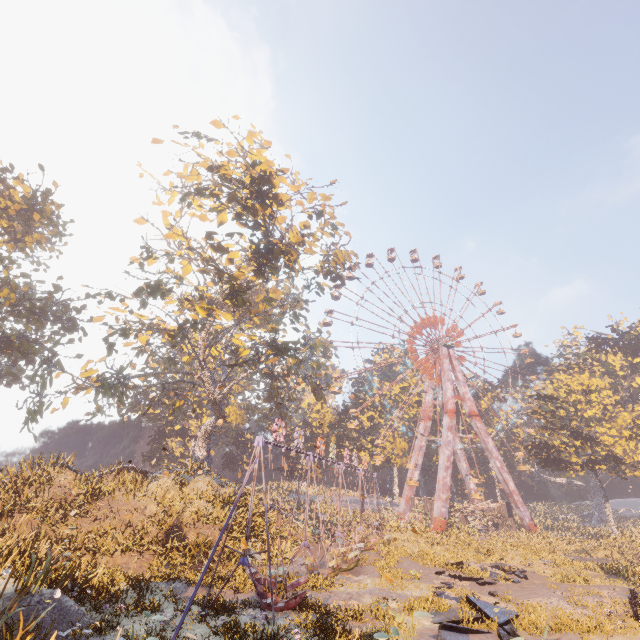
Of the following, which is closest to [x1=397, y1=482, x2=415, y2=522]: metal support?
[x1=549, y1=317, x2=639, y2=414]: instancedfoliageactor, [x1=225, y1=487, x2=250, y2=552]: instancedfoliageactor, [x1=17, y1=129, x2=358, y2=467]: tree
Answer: [x1=549, y1=317, x2=639, y2=414]: instancedfoliageactor

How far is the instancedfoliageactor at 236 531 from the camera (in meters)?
19.47

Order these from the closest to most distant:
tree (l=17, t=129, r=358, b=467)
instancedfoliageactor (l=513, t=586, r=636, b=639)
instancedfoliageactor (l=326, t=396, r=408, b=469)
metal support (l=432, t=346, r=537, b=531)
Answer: instancedfoliageactor (l=513, t=586, r=636, b=639) → tree (l=17, t=129, r=358, b=467) → metal support (l=432, t=346, r=537, b=531) → instancedfoliageactor (l=326, t=396, r=408, b=469)

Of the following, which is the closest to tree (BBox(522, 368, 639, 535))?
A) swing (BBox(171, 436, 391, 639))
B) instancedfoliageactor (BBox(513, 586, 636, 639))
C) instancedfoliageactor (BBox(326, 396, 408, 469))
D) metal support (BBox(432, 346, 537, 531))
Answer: metal support (BBox(432, 346, 537, 531))

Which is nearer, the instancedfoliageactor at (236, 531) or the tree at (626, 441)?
the instancedfoliageactor at (236, 531)

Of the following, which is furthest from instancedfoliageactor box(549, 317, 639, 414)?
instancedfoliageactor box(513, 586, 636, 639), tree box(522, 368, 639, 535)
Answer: instancedfoliageactor box(513, 586, 636, 639)

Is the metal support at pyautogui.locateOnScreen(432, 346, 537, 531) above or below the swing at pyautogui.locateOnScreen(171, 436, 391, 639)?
above

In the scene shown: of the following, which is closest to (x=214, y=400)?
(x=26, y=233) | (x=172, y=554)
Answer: (x=172, y=554)
